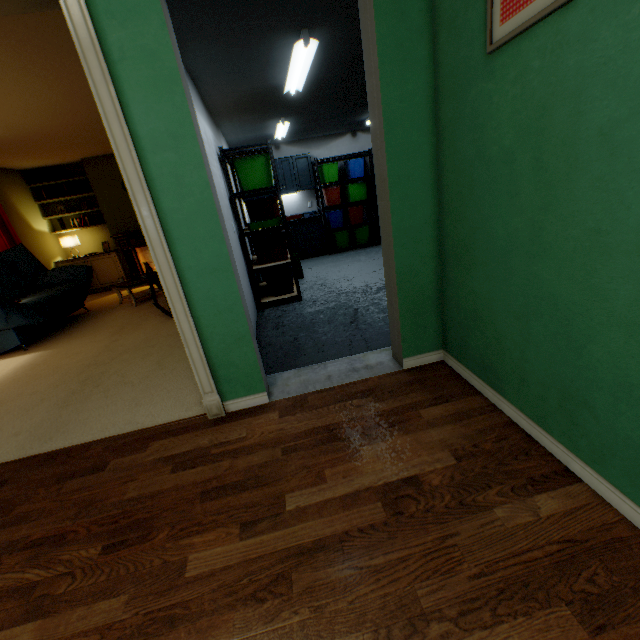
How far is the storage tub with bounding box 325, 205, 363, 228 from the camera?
7.0 meters

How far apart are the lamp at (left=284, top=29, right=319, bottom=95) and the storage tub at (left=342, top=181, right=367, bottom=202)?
3.5 meters

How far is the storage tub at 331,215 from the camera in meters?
7.0

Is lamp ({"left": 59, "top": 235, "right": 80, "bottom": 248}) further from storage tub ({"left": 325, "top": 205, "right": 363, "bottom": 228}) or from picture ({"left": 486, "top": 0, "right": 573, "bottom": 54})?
picture ({"left": 486, "top": 0, "right": 573, "bottom": 54})

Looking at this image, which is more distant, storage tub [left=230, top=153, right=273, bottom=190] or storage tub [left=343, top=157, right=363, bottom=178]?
storage tub [left=343, top=157, right=363, bottom=178]

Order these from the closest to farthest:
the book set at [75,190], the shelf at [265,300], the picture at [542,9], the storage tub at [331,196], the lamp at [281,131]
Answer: the picture at [542,9]
the shelf at [265,300]
the lamp at [281,131]
the book set at [75,190]
the storage tub at [331,196]

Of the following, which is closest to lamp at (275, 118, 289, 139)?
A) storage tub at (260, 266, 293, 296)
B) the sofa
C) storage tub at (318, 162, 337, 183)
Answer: storage tub at (318, 162, 337, 183)

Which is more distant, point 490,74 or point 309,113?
point 309,113
